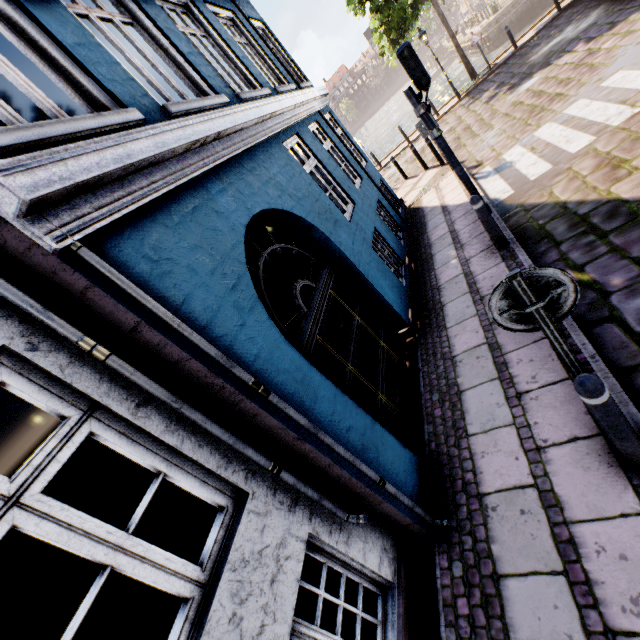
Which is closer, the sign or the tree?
the sign

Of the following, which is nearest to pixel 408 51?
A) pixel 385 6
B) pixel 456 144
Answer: pixel 456 144

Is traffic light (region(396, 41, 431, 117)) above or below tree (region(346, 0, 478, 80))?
below

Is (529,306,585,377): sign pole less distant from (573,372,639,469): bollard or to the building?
(573,372,639,469): bollard

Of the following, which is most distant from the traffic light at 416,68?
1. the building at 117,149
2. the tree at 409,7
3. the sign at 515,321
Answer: the tree at 409,7

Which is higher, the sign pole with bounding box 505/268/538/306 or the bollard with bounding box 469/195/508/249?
the sign pole with bounding box 505/268/538/306

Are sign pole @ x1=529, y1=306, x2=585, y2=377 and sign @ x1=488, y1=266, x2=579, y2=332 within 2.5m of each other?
yes

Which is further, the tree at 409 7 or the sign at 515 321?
the tree at 409 7
